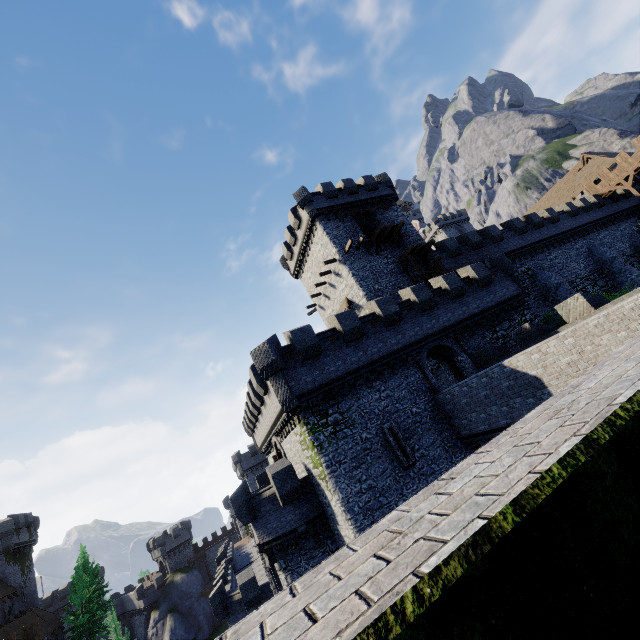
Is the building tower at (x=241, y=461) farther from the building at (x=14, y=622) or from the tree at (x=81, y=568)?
the building at (x=14, y=622)

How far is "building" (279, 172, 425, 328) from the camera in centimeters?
2873cm

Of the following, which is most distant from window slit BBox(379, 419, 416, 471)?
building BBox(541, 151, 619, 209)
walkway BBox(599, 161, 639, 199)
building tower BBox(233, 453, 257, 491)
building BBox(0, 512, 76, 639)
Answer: building BBox(541, 151, 619, 209)

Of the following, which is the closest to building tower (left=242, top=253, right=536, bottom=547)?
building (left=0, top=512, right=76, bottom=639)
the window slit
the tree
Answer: the window slit

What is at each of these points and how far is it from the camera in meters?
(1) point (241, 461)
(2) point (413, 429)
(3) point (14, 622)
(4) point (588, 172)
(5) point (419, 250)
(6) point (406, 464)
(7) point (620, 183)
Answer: (1) building tower, 59.8 m
(2) building tower, 17.9 m
(3) building, 35.7 m
(4) building, 49.0 m
(5) wooden platform, 29.2 m
(6) window slit, 16.7 m
(7) walkway, 38.6 m

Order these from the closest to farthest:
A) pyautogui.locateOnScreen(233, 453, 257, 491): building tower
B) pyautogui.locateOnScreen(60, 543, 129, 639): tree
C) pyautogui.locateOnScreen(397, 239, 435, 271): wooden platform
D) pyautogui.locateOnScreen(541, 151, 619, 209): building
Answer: pyautogui.locateOnScreen(397, 239, 435, 271): wooden platform
pyautogui.locateOnScreen(60, 543, 129, 639): tree
pyautogui.locateOnScreen(541, 151, 619, 209): building
pyautogui.locateOnScreen(233, 453, 257, 491): building tower

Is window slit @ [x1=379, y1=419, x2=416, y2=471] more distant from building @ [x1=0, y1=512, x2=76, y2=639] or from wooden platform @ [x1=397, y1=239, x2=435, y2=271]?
building @ [x1=0, y1=512, x2=76, y2=639]

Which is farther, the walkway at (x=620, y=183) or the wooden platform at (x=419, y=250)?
the walkway at (x=620, y=183)
